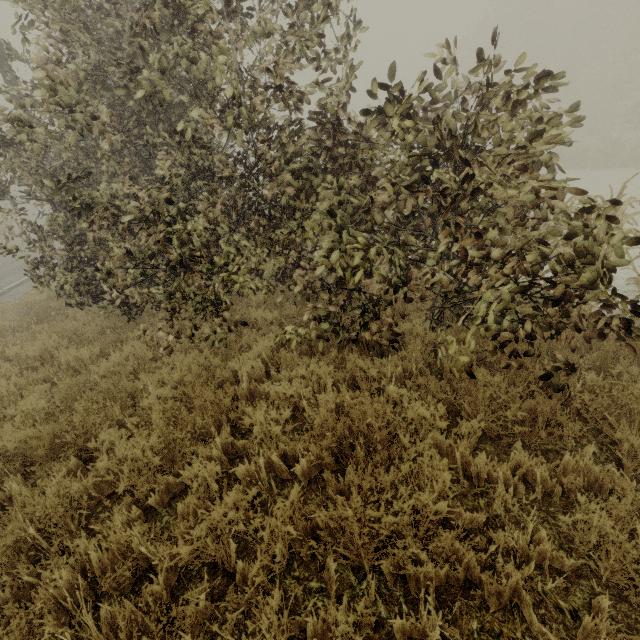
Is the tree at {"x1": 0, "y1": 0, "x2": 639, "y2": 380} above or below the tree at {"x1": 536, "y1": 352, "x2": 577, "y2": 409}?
above

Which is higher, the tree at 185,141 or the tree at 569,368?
the tree at 185,141

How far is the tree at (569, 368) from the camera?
2.9 meters

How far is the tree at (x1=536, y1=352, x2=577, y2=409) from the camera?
2.9 meters

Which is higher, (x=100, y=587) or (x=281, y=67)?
(x=281, y=67)
